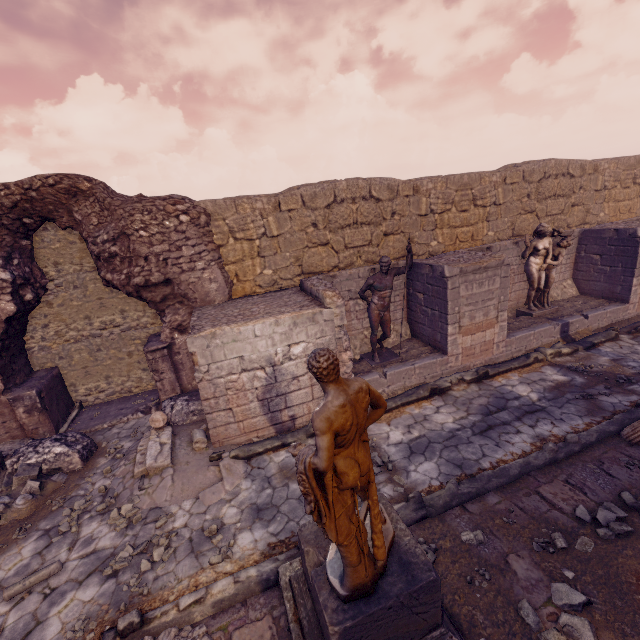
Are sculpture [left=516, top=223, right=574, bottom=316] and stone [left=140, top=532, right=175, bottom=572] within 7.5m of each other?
no

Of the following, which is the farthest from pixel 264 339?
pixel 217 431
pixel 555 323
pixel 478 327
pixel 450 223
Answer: pixel 555 323

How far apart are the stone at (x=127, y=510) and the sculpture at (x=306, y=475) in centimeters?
387cm

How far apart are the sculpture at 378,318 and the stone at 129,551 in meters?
5.7 m

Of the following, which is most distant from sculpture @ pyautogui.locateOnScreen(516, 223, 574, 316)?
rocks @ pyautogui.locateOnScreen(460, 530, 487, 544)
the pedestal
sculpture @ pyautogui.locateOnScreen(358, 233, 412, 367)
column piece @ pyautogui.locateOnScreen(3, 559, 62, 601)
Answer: column piece @ pyautogui.locateOnScreen(3, 559, 62, 601)

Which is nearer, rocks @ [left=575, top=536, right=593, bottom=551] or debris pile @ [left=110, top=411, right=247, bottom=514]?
rocks @ [left=575, top=536, right=593, bottom=551]

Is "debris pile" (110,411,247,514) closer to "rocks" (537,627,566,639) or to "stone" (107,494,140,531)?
"stone" (107,494,140,531)

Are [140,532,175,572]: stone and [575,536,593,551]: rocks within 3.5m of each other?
no
